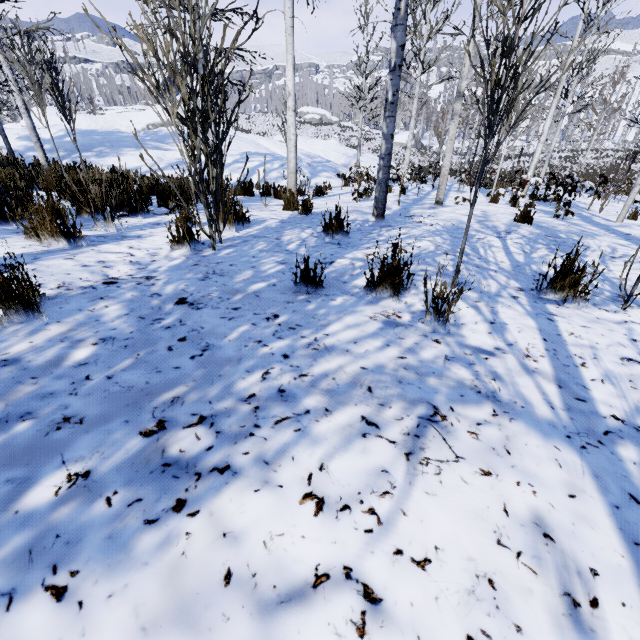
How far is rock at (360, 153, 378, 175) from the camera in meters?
24.8 m

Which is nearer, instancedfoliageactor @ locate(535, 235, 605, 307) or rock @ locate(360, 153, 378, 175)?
instancedfoliageactor @ locate(535, 235, 605, 307)

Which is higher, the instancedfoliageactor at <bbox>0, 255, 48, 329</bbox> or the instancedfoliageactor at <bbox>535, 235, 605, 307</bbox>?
the instancedfoliageactor at <bbox>0, 255, 48, 329</bbox>

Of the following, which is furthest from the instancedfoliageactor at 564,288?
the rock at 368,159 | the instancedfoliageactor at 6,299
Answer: the rock at 368,159

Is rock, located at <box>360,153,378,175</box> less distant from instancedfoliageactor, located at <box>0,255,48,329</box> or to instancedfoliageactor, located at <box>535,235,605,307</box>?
instancedfoliageactor, located at <box>535,235,605,307</box>

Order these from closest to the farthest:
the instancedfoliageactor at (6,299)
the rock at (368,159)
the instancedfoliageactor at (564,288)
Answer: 1. the instancedfoliageactor at (6,299)
2. the instancedfoliageactor at (564,288)
3. the rock at (368,159)

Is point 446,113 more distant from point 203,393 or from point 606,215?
point 203,393
